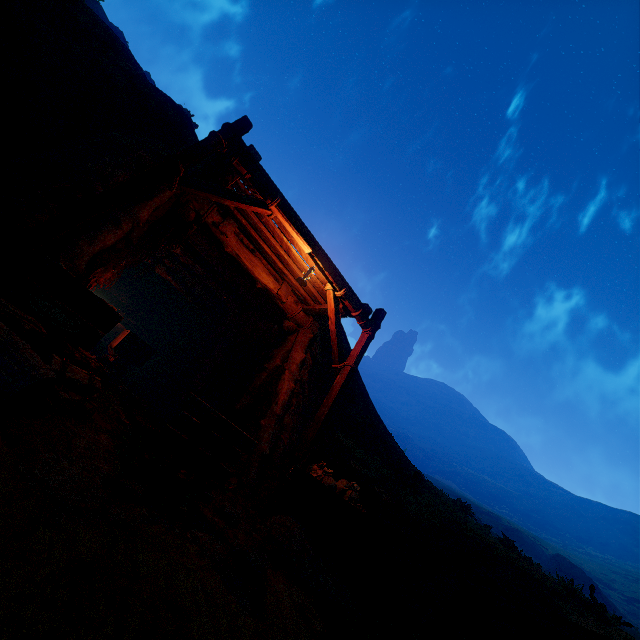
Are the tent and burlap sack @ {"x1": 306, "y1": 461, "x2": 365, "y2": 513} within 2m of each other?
no

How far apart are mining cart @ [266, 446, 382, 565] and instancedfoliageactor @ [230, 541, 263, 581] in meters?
0.9

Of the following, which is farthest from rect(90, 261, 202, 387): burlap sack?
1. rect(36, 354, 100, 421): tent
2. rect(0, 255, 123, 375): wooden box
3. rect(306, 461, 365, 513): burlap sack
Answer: rect(306, 461, 365, 513): burlap sack

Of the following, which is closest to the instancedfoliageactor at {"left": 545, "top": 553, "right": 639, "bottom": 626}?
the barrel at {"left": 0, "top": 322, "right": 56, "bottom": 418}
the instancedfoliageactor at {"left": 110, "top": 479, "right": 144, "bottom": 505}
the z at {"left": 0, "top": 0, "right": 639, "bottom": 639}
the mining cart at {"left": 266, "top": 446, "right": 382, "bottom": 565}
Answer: the z at {"left": 0, "top": 0, "right": 639, "bottom": 639}

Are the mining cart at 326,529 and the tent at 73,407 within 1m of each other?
no

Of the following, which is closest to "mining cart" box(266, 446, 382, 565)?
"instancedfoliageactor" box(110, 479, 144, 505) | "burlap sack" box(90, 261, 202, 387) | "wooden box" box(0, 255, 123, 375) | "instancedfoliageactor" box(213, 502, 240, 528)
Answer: "instancedfoliageactor" box(213, 502, 240, 528)

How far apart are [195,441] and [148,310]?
17.7 meters

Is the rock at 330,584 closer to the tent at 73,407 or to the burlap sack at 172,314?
the tent at 73,407
